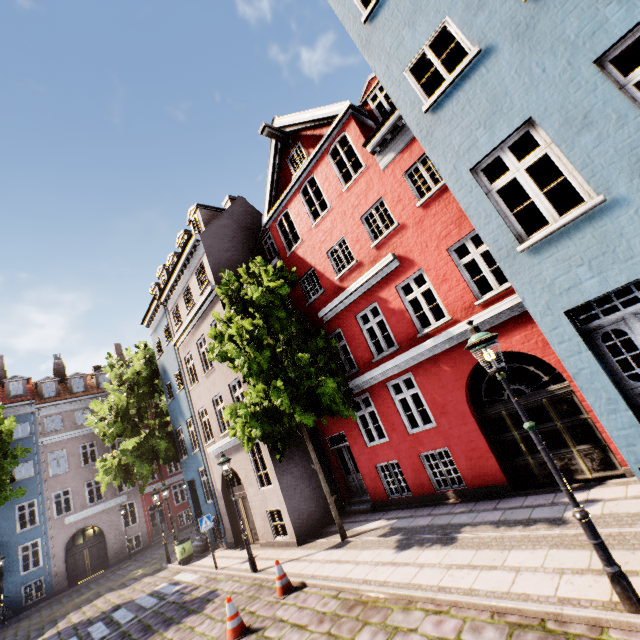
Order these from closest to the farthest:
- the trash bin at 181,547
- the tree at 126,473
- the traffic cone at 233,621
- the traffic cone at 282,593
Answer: the traffic cone at 233,621
the traffic cone at 282,593
the trash bin at 181,547
the tree at 126,473

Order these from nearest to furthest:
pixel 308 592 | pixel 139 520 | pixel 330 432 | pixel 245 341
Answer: pixel 308 592 < pixel 245 341 < pixel 330 432 < pixel 139 520

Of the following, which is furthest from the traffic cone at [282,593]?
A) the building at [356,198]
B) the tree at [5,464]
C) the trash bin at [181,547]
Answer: the tree at [5,464]

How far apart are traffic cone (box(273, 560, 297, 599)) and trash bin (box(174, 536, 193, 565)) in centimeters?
957cm

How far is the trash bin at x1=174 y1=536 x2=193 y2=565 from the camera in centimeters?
1522cm

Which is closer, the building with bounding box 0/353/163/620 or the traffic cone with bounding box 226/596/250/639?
the traffic cone with bounding box 226/596/250/639

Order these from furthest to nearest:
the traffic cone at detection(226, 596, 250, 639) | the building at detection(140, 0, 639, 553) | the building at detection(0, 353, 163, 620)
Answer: the building at detection(0, 353, 163, 620)
the traffic cone at detection(226, 596, 250, 639)
the building at detection(140, 0, 639, 553)

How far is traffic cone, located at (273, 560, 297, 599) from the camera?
8.1 meters
